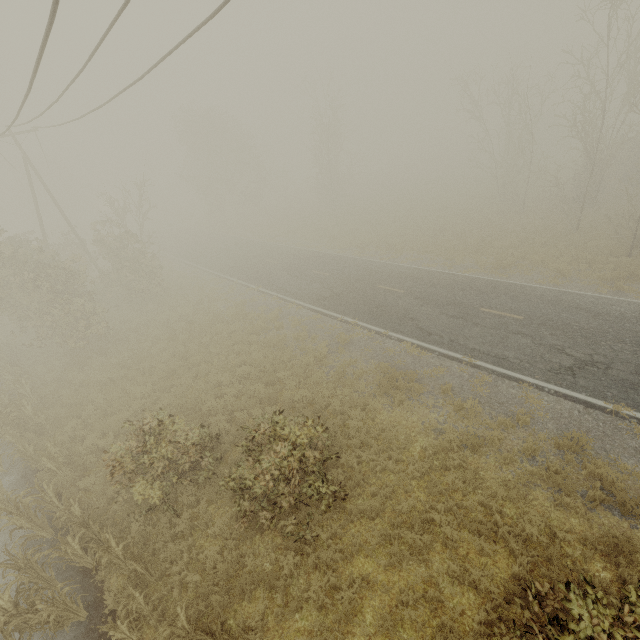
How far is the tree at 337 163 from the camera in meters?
33.4 m

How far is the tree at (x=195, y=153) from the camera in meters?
39.6 m

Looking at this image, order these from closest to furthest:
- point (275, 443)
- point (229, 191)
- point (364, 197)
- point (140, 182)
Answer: point (275, 443)
point (140, 182)
point (364, 197)
point (229, 191)

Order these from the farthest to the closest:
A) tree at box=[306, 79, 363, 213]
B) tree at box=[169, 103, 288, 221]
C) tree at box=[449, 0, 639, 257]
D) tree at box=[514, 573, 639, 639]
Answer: tree at box=[169, 103, 288, 221] → tree at box=[306, 79, 363, 213] → tree at box=[449, 0, 639, 257] → tree at box=[514, 573, 639, 639]

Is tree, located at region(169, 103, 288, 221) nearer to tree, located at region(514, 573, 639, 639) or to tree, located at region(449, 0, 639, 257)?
tree, located at region(449, 0, 639, 257)

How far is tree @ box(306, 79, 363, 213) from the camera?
33.41m
